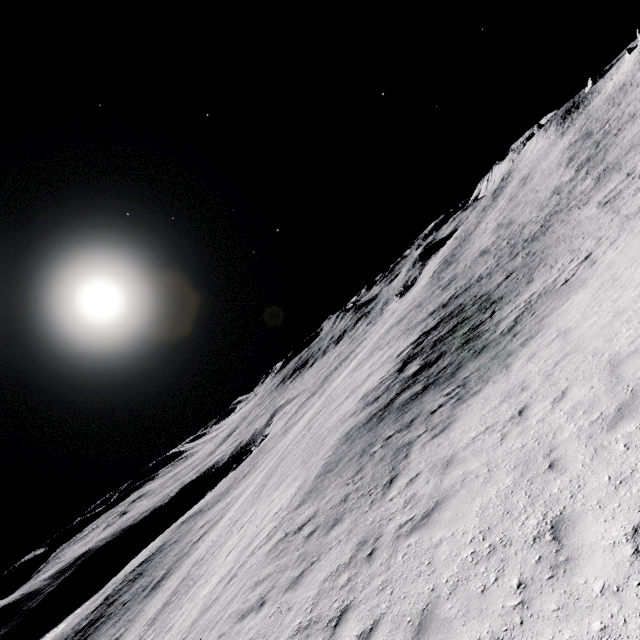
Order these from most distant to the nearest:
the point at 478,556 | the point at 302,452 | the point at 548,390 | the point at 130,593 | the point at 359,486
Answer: the point at 130,593
the point at 302,452
the point at 359,486
the point at 548,390
the point at 478,556
